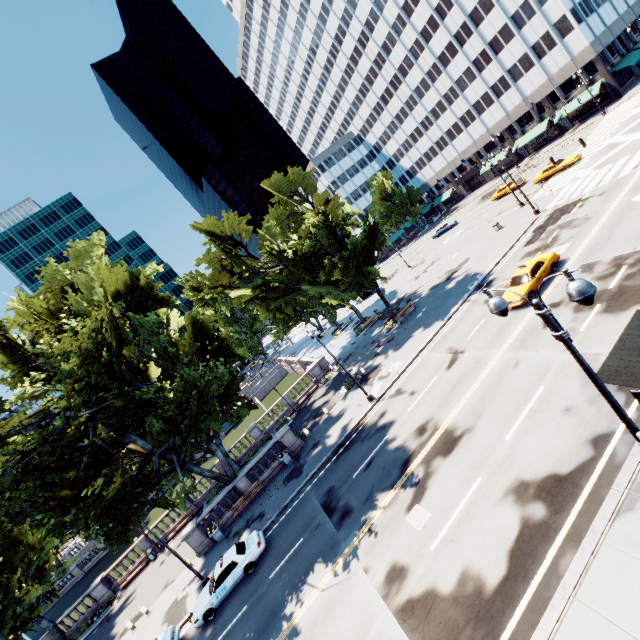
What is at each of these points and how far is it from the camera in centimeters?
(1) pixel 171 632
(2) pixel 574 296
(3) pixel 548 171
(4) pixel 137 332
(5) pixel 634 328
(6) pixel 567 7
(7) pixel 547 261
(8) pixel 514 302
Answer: (1) vehicle, 1800cm
(2) light, 591cm
(3) vehicle, 3941cm
(4) tree, 2116cm
(5) bus stop, 1022cm
(6) building, 4544cm
(7) vehicle, 2148cm
(8) vehicle, 2091cm

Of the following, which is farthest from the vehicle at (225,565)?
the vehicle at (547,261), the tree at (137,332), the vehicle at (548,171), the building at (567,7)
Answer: the building at (567,7)

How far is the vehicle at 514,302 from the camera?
20.6 meters

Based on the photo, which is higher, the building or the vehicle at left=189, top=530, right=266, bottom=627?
the building

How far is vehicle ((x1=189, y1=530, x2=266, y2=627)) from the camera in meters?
17.9 m

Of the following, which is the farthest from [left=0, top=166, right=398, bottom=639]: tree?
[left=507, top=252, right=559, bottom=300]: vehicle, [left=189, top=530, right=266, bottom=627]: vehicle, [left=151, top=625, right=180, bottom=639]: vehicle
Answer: [left=507, top=252, right=559, bottom=300]: vehicle

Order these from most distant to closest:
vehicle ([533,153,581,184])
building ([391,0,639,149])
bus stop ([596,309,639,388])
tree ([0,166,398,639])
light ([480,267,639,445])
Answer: building ([391,0,639,149])
vehicle ([533,153,581,184])
tree ([0,166,398,639])
bus stop ([596,309,639,388])
light ([480,267,639,445])

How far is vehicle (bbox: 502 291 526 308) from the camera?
20.58m
